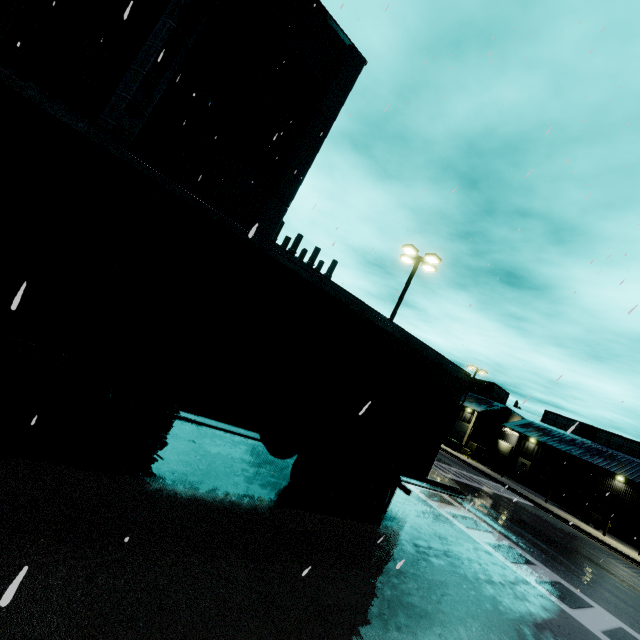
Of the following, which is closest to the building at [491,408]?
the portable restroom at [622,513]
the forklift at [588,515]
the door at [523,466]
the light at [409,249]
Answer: the door at [523,466]

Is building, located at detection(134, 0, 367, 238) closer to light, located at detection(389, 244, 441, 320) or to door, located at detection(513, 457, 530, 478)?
door, located at detection(513, 457, 530, 478)

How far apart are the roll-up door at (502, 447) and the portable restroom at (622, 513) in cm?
1179

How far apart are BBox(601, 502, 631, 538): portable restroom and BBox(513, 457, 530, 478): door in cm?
1031

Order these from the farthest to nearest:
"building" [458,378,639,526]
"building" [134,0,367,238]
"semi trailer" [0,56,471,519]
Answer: "building" [458,378,639,526]
"building" [134,0,367,238]
"semi trailer" [0,56,471,519]

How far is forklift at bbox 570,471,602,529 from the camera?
28.47m

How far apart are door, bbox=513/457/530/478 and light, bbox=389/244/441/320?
39.82m

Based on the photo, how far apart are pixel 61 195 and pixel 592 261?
9.64m
